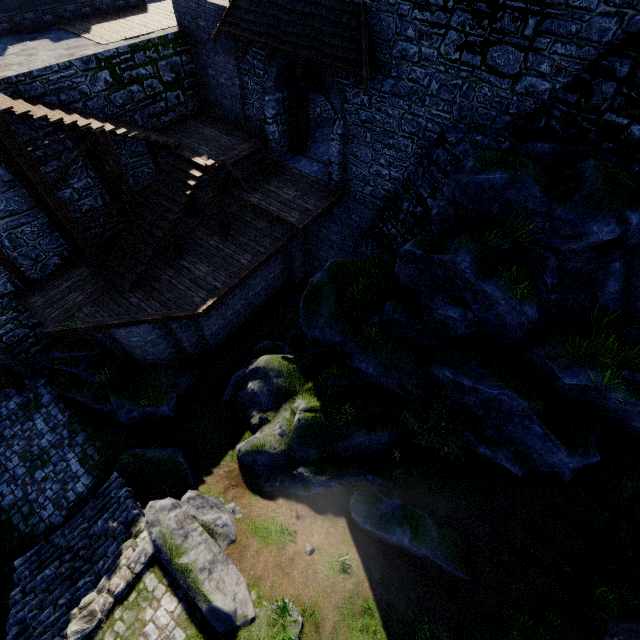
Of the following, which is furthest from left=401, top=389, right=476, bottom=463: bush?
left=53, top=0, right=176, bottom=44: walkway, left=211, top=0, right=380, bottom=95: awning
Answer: left=53, top=0, right=176, bottom=44: walkway

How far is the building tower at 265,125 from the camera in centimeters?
1136cm

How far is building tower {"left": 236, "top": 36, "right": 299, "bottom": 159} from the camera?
11.4m

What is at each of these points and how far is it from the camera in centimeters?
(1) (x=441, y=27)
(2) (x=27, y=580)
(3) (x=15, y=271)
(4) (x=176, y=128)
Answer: (1) building tower, 811cm
(2) stairs, 952cm
(3) wooden post, 1180cm
(4) stairs, 1368cm

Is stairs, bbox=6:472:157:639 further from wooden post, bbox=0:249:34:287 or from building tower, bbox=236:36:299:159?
wooden post, bbox=0:249:34:287

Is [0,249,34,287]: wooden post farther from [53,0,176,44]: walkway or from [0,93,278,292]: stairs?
[53,0,176,44]: walkway

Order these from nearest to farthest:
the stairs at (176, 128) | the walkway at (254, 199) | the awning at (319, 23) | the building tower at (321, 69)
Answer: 1. the awning at (319, 23)
2. the stairs at (176, 128)
3. the building tower at (321, 69)
4. the walkway at (254, 199)
